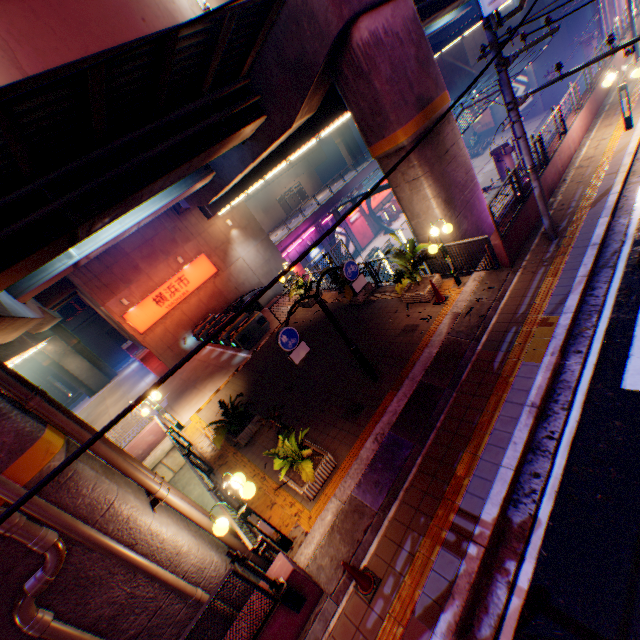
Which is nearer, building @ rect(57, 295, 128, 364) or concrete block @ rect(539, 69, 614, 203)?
concrete block @ rect(539, 69, 614, 203)

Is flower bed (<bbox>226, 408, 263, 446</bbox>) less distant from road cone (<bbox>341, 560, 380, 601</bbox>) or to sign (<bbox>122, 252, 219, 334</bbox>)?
road cone (<bbox>341, 560, 380, 601</bbox>)

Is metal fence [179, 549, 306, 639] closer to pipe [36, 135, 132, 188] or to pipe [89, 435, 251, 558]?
pipe [89, 435, 251, 558]

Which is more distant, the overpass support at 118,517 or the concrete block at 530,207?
the concrete block at 530,207

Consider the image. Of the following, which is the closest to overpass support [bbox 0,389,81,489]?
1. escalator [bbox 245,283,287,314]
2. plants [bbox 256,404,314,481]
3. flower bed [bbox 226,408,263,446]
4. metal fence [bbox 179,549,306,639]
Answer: metal fence [bbox 179,549,306,639]

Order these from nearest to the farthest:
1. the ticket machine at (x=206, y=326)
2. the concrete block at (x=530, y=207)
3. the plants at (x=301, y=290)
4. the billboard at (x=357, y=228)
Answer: the concrete block at (x=530, y=207) < the plants at (x=301, y=290) < the ticket machine at (x=206, y=326) < the billboard at (x=357, y=228)

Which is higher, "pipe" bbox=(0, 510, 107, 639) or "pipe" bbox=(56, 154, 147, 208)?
"pipe" bbox=(56, 154, 147, 208)

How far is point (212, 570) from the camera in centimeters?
614cm
